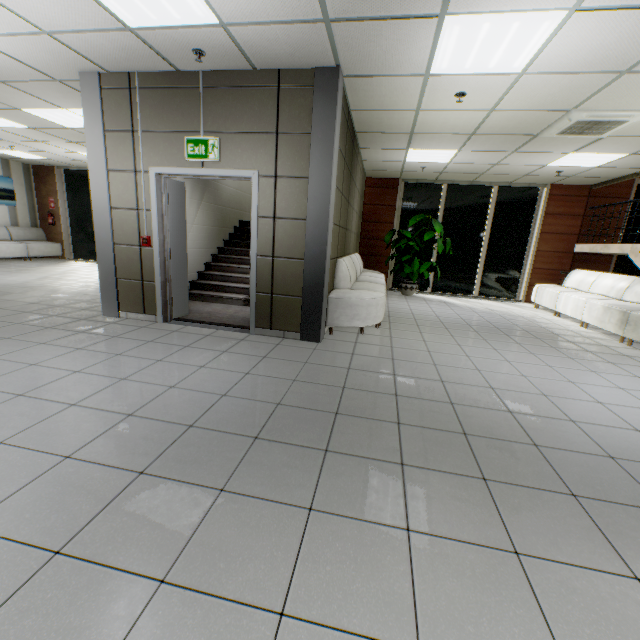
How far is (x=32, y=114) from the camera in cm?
605

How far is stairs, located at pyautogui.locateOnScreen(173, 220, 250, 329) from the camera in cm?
528

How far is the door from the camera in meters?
4.2

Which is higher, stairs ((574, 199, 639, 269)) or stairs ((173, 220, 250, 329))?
stairs ((574, 199, 639, 269))

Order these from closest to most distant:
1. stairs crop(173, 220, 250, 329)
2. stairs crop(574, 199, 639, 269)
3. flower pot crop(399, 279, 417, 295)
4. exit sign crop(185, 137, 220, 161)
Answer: exit sign crop(185, 137, 220, 161), stairs crop(173, 220, 250, 329), stairs crop(574, 199, 639, 269), flower pot crop(399, 279, 417, 295)

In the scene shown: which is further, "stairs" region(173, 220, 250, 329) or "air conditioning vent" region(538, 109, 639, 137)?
"stairs" region(173, 220, 250, 329)

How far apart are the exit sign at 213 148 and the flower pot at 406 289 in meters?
6.2

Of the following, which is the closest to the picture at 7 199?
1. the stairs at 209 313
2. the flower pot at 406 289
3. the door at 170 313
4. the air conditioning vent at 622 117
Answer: the stairs at 209 313
